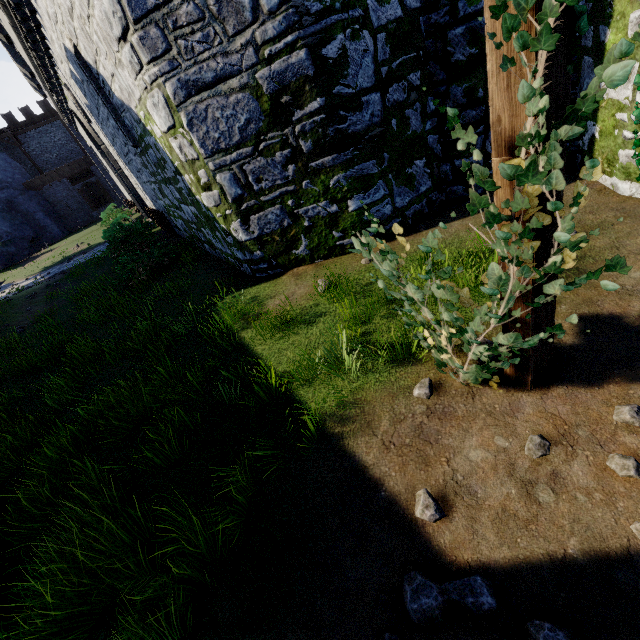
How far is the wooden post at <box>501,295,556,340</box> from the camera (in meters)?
2.41

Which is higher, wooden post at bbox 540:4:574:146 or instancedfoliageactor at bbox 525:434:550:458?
wooden post at bbox 540:4:574:146

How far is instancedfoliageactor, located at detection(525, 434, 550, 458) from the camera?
2.4m

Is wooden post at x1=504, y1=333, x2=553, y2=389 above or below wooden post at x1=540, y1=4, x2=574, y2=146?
below

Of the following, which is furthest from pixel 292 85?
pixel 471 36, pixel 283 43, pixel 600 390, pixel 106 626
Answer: pixel 106 626

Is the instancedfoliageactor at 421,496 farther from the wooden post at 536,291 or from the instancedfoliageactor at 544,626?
the wooden post at 536,291

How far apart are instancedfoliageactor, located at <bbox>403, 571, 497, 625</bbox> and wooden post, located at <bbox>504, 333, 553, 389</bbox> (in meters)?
1.56

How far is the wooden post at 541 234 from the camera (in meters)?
1.95
